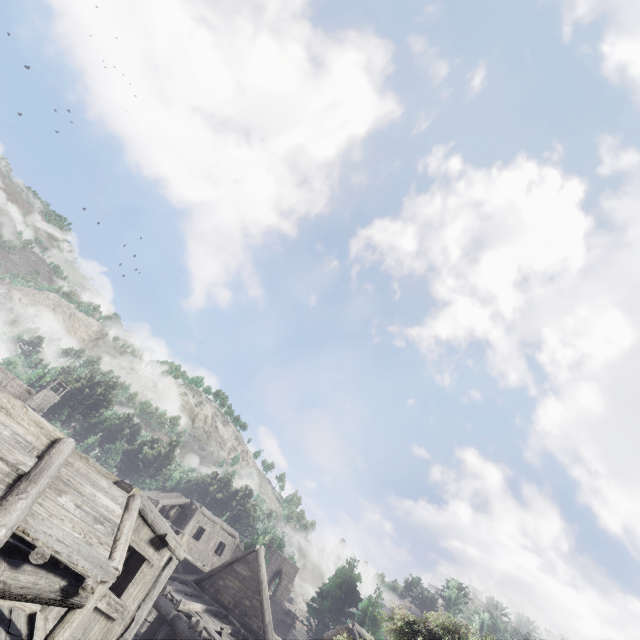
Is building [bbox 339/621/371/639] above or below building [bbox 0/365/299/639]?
above

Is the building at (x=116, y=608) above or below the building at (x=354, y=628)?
below

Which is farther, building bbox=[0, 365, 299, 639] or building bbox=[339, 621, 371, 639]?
building bbox=[339, 621, 371, 639]

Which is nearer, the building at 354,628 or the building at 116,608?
the building at 116,608

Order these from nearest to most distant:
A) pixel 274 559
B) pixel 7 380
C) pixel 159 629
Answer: pixel 159 629
pixel 7 380
pixel 274 559
